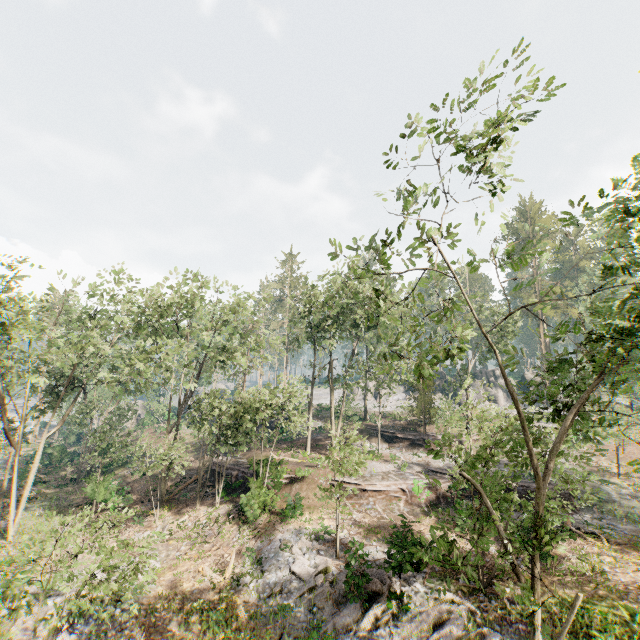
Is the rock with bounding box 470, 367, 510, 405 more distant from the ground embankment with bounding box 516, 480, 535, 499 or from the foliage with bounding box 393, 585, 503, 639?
the ground embankment with bounding box 516, 480, 535, 499

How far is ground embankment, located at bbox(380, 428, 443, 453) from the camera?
34.97m

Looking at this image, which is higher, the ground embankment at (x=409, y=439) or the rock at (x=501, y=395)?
the rock at (x=501, y=395)

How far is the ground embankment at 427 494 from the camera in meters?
23.1

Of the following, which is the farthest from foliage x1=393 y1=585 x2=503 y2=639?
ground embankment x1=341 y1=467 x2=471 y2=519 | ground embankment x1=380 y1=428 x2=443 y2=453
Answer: ground embankment x1=341 y1=467 x2=471 y2=519

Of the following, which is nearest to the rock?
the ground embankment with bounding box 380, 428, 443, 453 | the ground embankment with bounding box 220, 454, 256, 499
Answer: the ground embankment with bounding box 380, 428, 443, 453

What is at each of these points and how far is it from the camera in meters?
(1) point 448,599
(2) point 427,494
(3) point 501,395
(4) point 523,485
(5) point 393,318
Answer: (1) foliage, 14.3 m
(2) ground embankment, 24.0 m
(3) rock, 51.3 m
(4) ground embankment, 25.2 m
(5) foliage, 9.3 m
